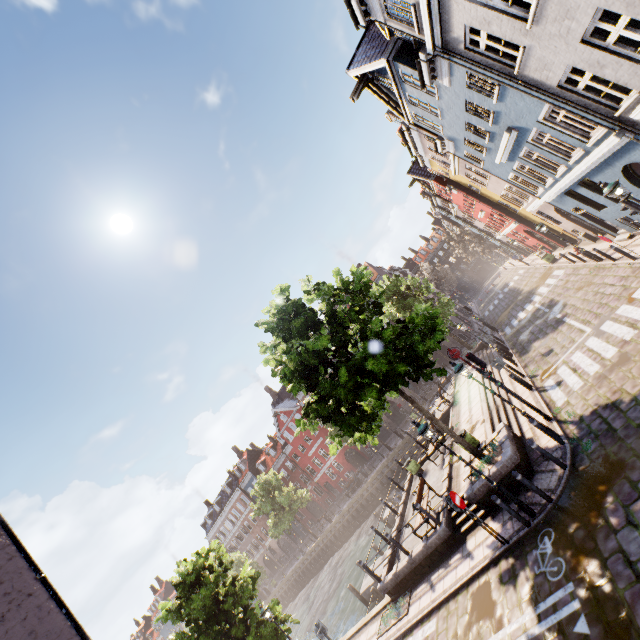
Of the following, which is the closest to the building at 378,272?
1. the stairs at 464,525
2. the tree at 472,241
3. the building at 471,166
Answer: the tree at 472,241

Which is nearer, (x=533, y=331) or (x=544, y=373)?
(x=544, y=373)

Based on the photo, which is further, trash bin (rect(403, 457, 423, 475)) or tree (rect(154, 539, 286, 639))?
trash bin (rect(403, 457, 423, 475))

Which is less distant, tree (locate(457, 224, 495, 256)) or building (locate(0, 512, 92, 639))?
building (locate(0, 512, 92, 639))

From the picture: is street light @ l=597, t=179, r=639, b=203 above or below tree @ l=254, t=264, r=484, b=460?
below

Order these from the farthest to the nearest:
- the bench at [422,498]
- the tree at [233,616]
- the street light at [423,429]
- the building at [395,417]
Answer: the building at [395,417]
the tree at [233,616]
the bench at [422,498]
the street light at [423,429]

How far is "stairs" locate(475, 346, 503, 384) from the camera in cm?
1926

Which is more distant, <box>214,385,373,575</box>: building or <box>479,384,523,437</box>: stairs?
<box>214,385,373,575</box>: building
